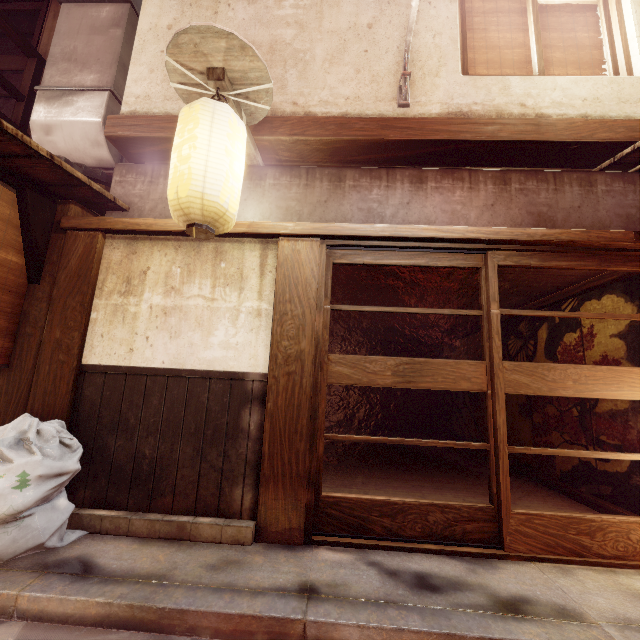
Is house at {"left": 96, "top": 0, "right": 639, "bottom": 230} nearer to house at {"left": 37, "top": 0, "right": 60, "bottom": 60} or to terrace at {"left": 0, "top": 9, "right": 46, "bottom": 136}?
house at {"left": 37, "top": 0, "right": 60, "bottom": 60}

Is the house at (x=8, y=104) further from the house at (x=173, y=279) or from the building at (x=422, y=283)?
the building at (x=422, y=283)

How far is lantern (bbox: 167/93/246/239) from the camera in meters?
4.5

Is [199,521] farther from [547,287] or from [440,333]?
[440,333]

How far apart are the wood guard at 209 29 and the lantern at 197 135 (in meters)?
0.25

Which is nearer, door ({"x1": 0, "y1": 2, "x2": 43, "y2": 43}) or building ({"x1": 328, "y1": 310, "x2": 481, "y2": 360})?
door ({"x1": 0, "y1": 2, "x2": 43, "y2": 43})

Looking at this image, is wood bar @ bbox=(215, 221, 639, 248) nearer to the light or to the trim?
the light

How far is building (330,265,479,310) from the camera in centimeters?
802cm
